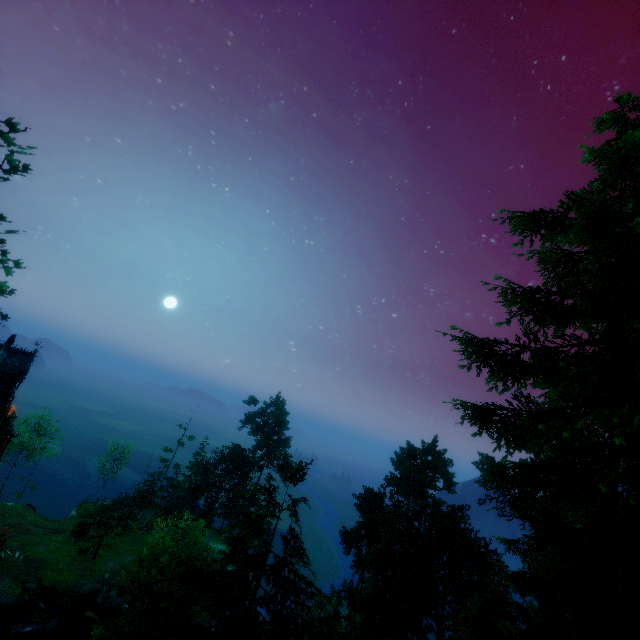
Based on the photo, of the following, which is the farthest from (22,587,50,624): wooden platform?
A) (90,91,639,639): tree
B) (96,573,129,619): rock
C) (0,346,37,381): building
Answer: (0,346,37,381): building

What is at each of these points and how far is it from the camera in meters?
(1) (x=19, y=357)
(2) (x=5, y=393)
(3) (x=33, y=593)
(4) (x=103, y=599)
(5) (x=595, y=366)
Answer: (1) building, 32.2 m
(2) building, 29.5 m
(3) wooden platform, 32.3 m
(4) rock, 34.6 m
(5) tree, 9.4 m

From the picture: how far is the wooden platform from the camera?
29.4m

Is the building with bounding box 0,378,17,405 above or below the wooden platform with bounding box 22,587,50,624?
above

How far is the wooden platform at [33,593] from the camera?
29.4 meters

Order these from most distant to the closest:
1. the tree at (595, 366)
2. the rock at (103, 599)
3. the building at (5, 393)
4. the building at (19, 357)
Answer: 1. the rock at (103, 599)
2. the building at (19, 357)
3. the building at (5, 393)
4. the tree at (595, 366)

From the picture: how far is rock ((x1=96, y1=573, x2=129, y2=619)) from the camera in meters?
34.3 m

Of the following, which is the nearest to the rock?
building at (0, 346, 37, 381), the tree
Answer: the tree
